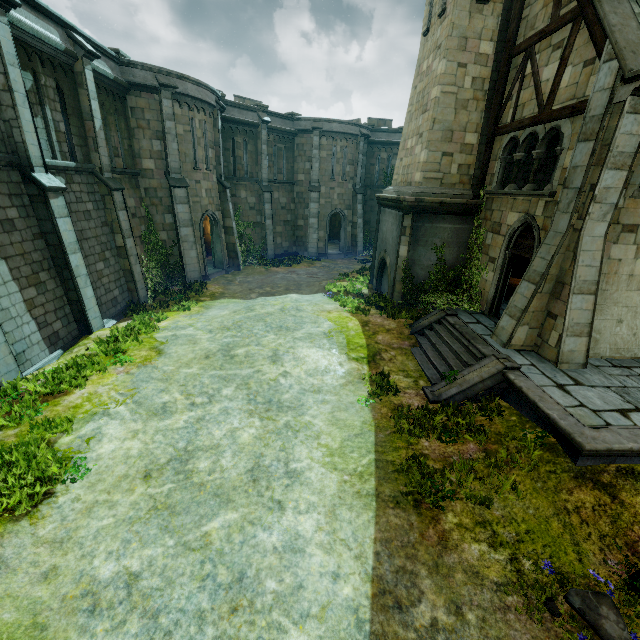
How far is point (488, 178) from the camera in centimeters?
1250cm

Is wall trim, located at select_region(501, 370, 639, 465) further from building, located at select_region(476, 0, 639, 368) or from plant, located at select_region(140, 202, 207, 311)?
plant, located at select_region(140, 202, 207, 311)

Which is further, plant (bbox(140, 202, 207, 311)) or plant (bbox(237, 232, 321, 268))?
plant (bbox(237, 232, 321, 268))

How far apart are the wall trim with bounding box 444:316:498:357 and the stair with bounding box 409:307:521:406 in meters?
0.0

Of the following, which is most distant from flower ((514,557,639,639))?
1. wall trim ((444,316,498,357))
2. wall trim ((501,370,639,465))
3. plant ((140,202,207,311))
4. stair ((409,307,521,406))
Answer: plant ((140,202,207,311))

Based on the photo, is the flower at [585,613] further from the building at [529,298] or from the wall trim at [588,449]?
the building at [529,298]

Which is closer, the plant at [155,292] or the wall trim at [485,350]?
the wall trim at [485,350]

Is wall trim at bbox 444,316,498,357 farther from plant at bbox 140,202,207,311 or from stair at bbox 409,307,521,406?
plant at bbox 140,202,207,311
